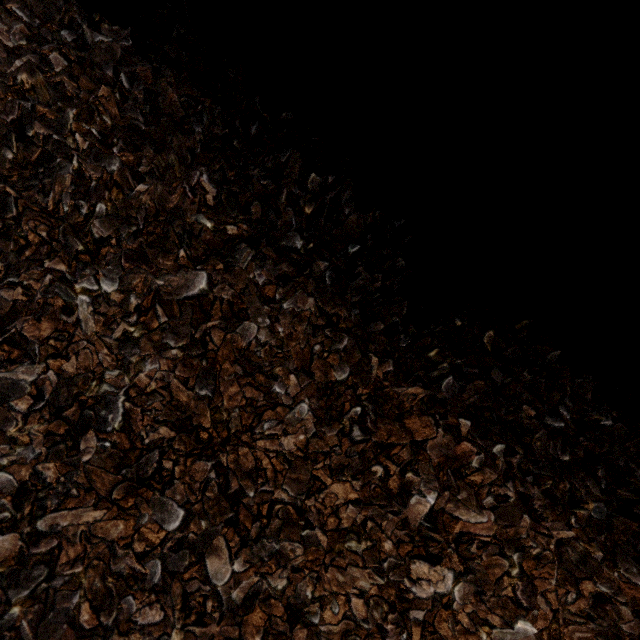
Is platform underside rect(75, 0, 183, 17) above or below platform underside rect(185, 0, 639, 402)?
below

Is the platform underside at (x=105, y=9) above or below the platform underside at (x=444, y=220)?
below

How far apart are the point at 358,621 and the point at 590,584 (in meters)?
0.72

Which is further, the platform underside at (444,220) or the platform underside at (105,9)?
the platform underside at (105,9)

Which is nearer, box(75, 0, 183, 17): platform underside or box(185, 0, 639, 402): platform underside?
box(185, 0, 639, 402): platform underside
